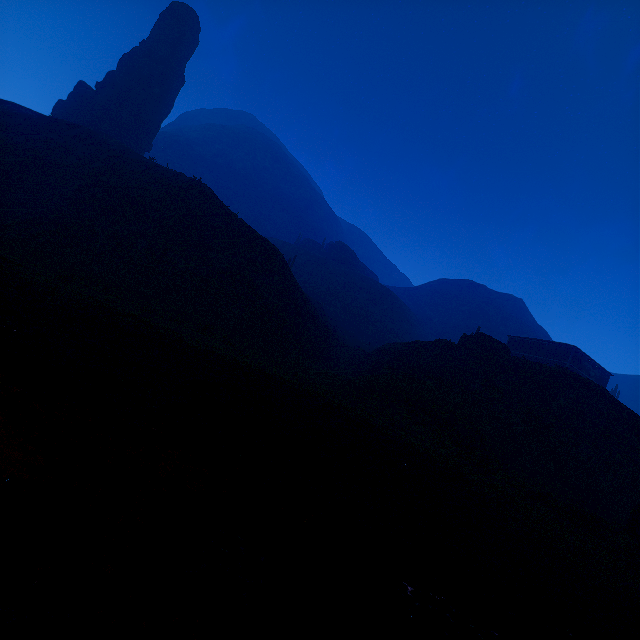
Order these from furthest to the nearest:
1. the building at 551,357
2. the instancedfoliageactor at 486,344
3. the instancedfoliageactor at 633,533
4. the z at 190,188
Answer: the building at 551,357
the instancedfoliageactor at 486,344
the instancedfoliageactor at 633,533
the z at 190,188

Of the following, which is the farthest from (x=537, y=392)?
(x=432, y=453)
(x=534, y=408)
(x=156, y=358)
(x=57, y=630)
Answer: (x=57, y=630)

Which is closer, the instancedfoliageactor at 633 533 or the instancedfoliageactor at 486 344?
the instancedfoliageactor at 633 533

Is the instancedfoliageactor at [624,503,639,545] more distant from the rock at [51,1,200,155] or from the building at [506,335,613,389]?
the rock at [51,1,200,155]

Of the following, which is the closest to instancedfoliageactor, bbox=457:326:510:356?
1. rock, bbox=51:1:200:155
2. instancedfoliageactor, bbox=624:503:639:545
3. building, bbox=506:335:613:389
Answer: building, bbox=506:335:613:389

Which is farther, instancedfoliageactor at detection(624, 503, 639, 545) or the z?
instancedfoliageactor at detection(624, 503, 639, 545)

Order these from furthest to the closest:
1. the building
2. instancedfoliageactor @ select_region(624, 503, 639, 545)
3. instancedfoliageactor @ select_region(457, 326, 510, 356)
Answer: the building < instancedfoliageactor @ select_region(457, 326, 510, 356) < instancedfoliageactor @ select_region(624, 503, 639, 545)

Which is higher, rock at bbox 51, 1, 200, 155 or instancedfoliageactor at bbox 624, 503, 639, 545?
rock at bbox 51, 1, 200, 155
